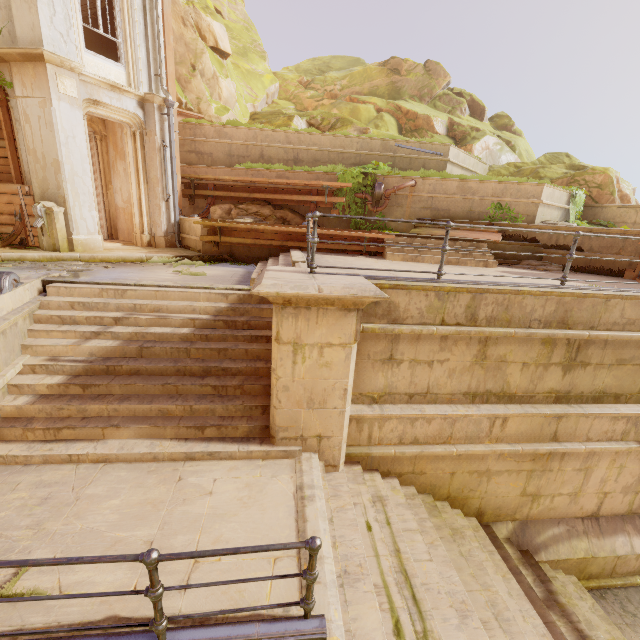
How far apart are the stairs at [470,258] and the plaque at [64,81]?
8.73m

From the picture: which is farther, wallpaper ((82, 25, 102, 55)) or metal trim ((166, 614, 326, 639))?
wallpaper ((82, 25, 102, 55))

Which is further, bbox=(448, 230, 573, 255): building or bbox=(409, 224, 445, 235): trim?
bbox=(409, 224, 445, 235): trim

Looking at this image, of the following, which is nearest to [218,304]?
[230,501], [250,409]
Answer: [250,409]

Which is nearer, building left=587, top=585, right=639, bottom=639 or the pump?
building left=587, top=585, right=639, bottom=639

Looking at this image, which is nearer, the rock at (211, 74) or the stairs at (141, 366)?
the stairs at (141, 366)

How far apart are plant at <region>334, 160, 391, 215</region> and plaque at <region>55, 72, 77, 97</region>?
7.5m

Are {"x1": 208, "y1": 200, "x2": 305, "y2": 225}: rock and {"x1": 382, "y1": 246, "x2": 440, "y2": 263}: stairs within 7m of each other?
yes
